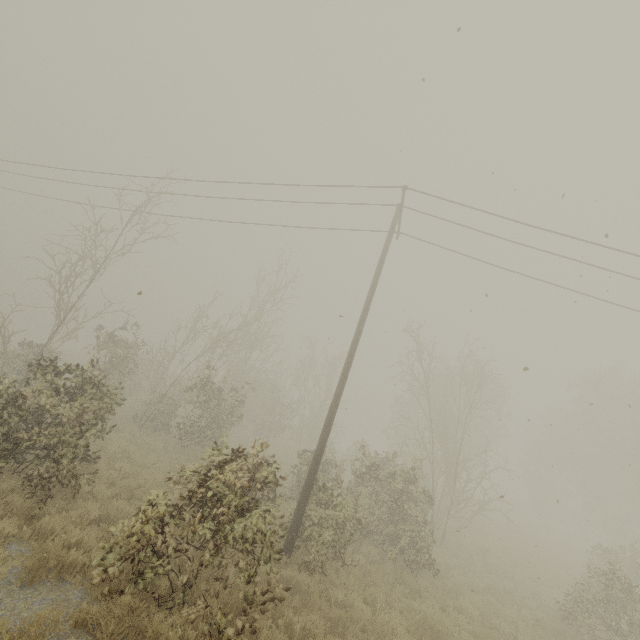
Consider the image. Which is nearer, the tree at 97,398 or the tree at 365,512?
the tree at 97,398

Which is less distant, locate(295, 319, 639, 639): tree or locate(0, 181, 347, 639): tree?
locate(0, 181, 347, 639): tree

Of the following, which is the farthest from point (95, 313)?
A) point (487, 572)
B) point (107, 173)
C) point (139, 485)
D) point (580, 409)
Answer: point (580, 409)
